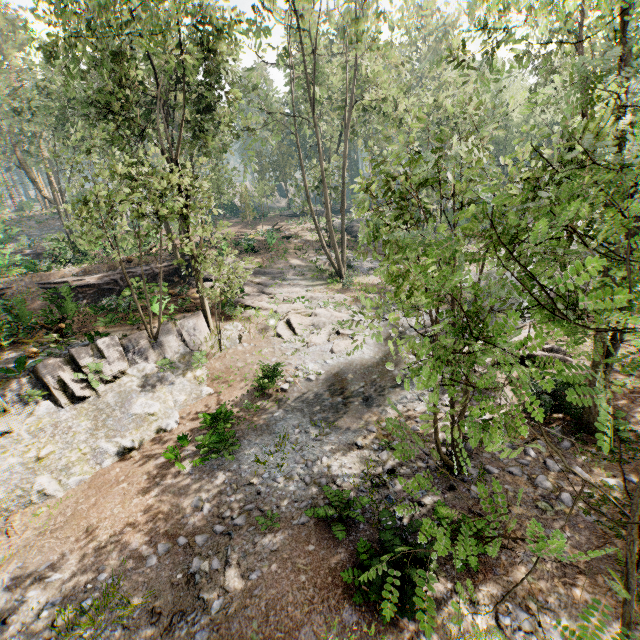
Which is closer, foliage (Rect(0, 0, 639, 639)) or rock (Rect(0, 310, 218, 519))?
foliage (Rect(0, 0, 639, 639))

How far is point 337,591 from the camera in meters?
6.9 m

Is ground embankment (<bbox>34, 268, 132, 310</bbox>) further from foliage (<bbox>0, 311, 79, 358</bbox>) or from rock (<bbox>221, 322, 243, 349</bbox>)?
rock (<bbox>221, 322, 243, 349</bbox>)

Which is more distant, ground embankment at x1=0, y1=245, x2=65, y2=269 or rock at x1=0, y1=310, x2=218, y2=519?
ground embankment at x1=0, y1=245, x2=65, y2=269

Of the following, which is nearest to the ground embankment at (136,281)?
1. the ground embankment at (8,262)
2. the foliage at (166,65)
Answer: the foliage at (166,65)

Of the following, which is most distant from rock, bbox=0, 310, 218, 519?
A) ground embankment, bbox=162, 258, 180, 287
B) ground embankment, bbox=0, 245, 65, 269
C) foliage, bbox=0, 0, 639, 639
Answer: ground embankment, bbox=0, 245, 65, 269

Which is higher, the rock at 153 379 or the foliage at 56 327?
the foliage at 56 327

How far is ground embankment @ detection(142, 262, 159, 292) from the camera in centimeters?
1816cm
